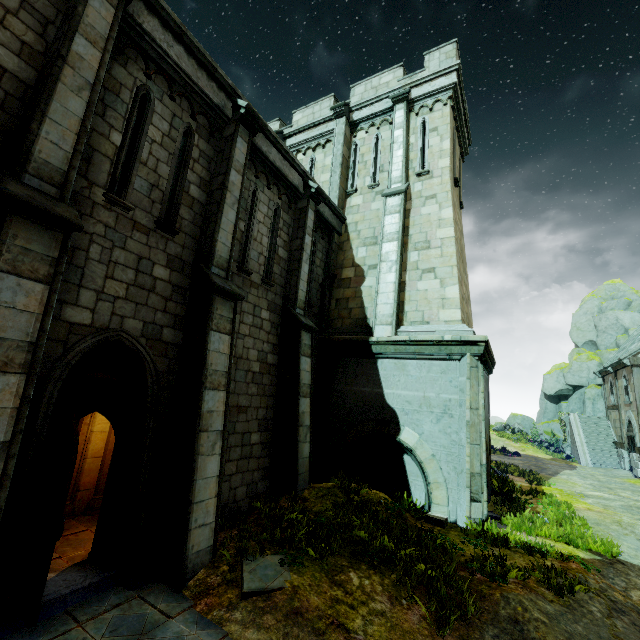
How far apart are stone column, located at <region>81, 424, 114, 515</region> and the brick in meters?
7.8

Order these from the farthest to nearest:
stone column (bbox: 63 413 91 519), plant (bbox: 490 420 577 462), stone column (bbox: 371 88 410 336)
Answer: plant (bbox: 490 420 577 462) → stone column (bbox: 371 88 410 336) → stone column (bbox: 63 413 91 519)

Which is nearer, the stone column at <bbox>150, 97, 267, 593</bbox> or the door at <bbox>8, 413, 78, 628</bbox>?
the door at <bbox>8, 413, 78, 628</bbox>

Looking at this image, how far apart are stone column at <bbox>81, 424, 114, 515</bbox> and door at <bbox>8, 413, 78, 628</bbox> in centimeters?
330cm

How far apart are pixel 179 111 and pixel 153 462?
7.14m

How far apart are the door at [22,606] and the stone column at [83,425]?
2.9 meters

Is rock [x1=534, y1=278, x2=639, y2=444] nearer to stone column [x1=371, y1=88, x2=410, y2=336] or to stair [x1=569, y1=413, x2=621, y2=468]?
stair [x1=569, y1=413, x2=621, y2=468]

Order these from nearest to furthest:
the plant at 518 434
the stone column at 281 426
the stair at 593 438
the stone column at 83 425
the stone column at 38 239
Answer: the stone column at 38 239 < the stone column at 83 425 < the stone column at 281 426 < the stair at 593 438 < the plant at 518 434
